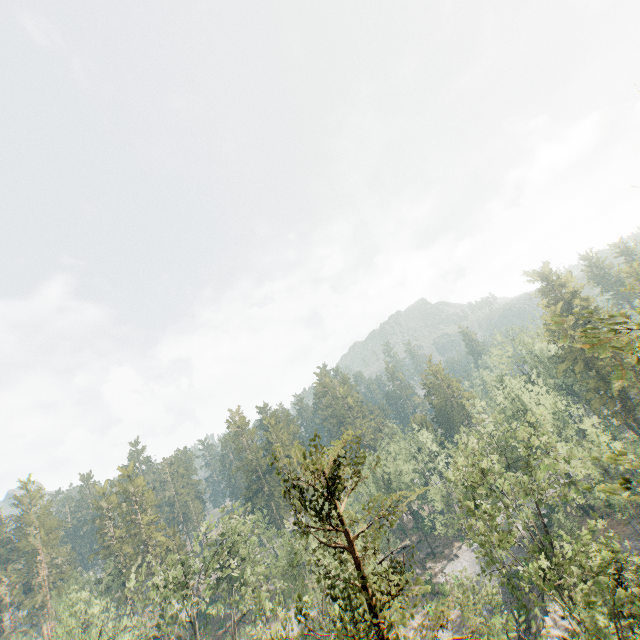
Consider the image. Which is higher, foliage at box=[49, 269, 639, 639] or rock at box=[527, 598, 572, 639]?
foliage at box=[49, 269, 639, 639]

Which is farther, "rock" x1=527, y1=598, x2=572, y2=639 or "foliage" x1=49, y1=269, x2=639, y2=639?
"rock" x1=527, y1=598, x2=572, y2=639

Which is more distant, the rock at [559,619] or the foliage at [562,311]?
the rock at [559,619]

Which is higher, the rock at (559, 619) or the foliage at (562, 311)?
the foliage at (562, 311)

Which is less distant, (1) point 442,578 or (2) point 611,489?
(2) point 611,489
